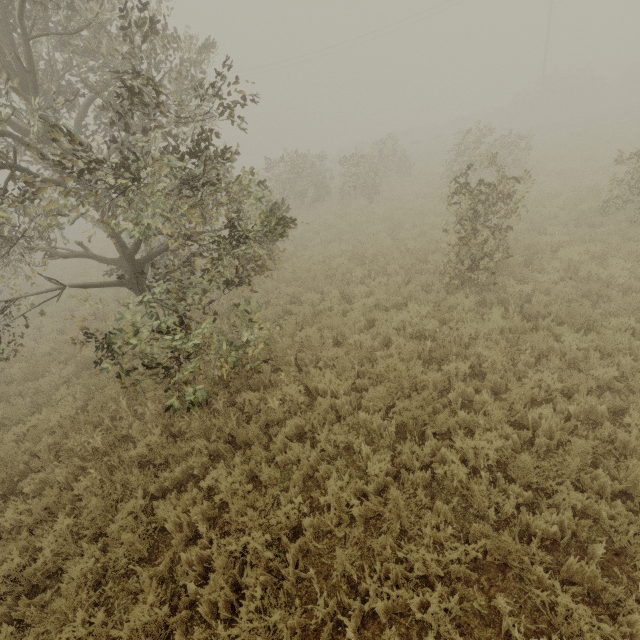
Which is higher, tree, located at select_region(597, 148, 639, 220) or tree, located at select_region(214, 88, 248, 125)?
tree, located at select_region(214, 88, 248, 125)

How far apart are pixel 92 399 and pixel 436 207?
14.1 meters

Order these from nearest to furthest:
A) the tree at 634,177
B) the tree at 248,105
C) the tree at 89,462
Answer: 1. the tree at 248,105
2. the tree at 89,462
3. the tree at 634,177

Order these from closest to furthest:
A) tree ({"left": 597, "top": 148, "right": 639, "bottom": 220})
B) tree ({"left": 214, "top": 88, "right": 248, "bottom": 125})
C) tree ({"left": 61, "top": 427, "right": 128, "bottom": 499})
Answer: tree ({"left": 214, "top": 88, "right": 248, "bottom": 125}) < tree ({"left": 61, "top": 427, "right": 128, "bottom": 499}) < tree ({"left": 597, "top": 148, "right": 639, "bottom": 220})

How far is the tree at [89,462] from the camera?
5.49m

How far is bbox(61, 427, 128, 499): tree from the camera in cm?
549

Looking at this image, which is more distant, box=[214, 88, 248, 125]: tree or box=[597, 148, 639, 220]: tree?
box=[597, 148, 639, 220]: tree
